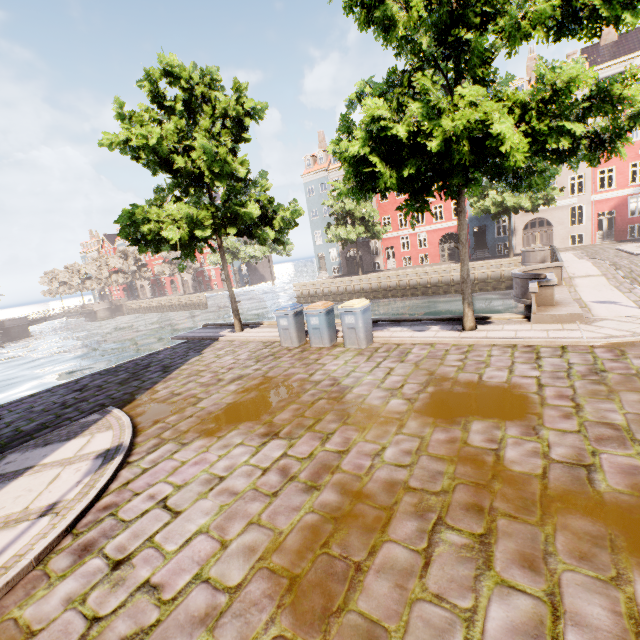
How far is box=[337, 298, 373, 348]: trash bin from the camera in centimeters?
928cm

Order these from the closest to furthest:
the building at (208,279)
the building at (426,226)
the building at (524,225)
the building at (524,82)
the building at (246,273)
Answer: the building at (524,225), the building at (524,82), the building at (426,226), the building at (246,273), the building at (208,279)

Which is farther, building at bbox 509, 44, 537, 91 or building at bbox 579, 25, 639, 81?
building at bbox 509, 44, 537, 91

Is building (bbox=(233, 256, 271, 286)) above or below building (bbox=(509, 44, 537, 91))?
below

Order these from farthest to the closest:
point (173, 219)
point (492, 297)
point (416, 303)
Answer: point (416, 303)
point (492, 297)
point (173, 219)

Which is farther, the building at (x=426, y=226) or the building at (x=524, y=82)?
the building at (x=426, y=226)
